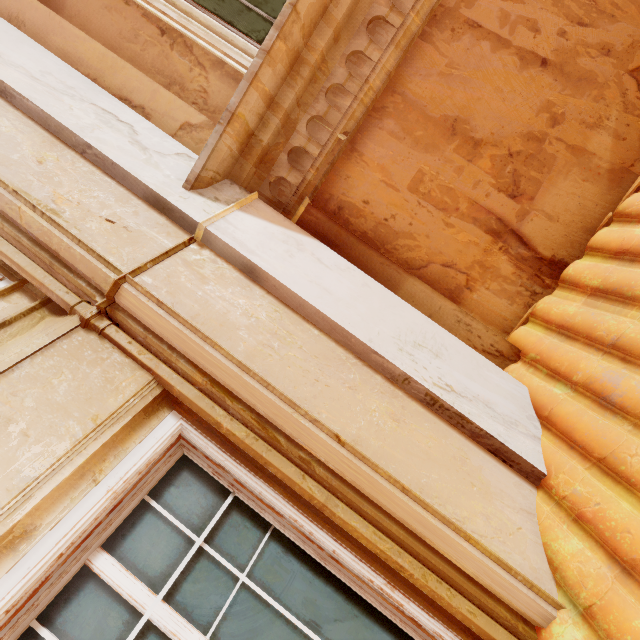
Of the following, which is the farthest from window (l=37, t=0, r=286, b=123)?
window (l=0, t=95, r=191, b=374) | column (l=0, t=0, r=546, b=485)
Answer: window (l=0, t=95, r=191, b=374)

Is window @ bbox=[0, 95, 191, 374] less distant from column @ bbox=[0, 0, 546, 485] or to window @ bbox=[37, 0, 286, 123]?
column @ bbox=[0, 0, 546, 485]

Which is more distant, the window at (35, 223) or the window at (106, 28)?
the window at (106, 28)

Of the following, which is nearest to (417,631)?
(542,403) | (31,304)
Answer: (542,403)

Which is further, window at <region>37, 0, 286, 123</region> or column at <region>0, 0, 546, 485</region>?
window at <region>37, 0, 286, 123</region>

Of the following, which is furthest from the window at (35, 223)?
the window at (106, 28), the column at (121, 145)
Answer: the window at (106, 28)
